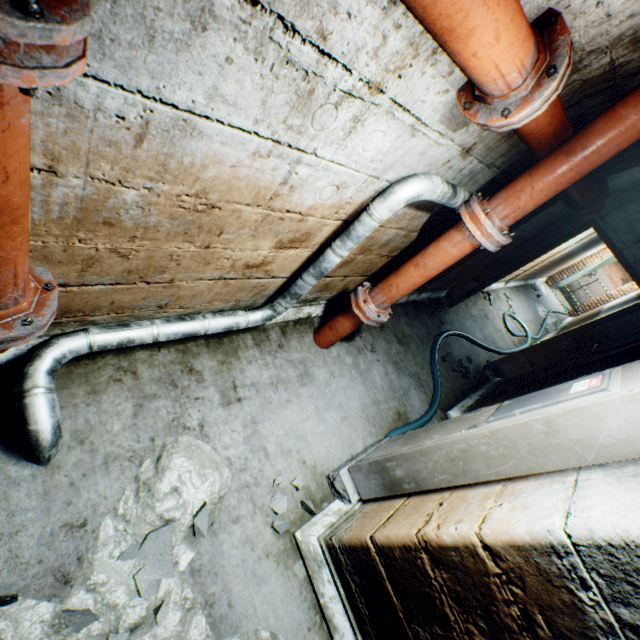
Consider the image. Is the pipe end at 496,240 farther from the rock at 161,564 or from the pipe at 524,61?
the rock at 161,564

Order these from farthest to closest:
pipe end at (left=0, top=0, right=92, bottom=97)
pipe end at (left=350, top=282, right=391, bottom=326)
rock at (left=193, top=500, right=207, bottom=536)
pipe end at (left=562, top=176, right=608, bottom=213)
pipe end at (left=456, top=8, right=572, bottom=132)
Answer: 1. pipe end at (left=562, top=176, right=608, bottom=213)
2. pipe end at (left=350, top=282, right=391, bottom=326)
3. rock at (left=193, top=500, right=207, bottom=536)
4. pipe end at (left=456, top=8, right=572, bottom=132)
5. pipe end at (left=0, top=0, right=92, bottom=97)

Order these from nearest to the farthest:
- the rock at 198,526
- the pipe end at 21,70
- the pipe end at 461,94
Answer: the pipe end at 21,70, the pipe end at 461,94, the rock at 198,526

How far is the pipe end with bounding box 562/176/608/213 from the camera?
3.2 meters

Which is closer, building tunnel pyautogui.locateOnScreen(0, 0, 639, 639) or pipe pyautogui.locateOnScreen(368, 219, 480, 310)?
building tunnel pyautogui.locateOnScreen(0, 0, 639, 639)

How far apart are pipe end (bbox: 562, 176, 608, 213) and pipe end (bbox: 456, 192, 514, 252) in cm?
195

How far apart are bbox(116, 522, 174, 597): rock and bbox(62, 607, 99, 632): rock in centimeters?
16cm

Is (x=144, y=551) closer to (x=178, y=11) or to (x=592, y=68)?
(x=178, y=11)
